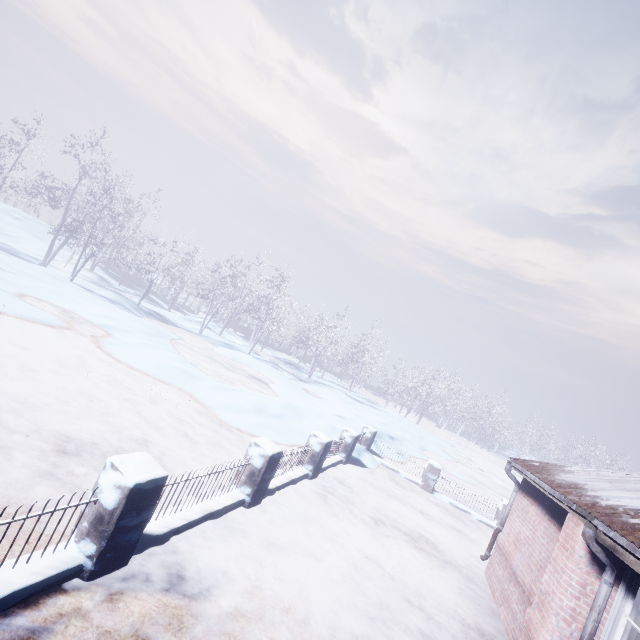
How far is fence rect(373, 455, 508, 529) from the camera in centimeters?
996cm

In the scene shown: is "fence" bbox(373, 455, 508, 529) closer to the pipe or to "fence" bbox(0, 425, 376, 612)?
"fence" bbox(0, 425, 376, 612)

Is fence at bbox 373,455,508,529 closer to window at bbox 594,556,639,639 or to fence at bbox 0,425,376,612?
fence at bbox 0,425,376,612

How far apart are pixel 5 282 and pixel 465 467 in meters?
24.7 m

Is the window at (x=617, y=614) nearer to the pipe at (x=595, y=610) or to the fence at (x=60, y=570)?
the pipe at (x=595, y=610)

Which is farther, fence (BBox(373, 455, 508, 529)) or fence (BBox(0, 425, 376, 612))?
fence (BBox(373, 455, 508, 529))

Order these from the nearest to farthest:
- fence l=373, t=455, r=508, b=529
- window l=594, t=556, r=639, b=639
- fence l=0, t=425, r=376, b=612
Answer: fence l=0, t=425, r=376, b=612, window l=594, t=556, r=639, b=639, fence l=373, t=455, r=508, b=529

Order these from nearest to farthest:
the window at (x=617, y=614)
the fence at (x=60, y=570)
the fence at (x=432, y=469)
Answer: the fence at (x=60, y=570) < the window at (x=617, y=614) < the fence at (x=432, y=469)
